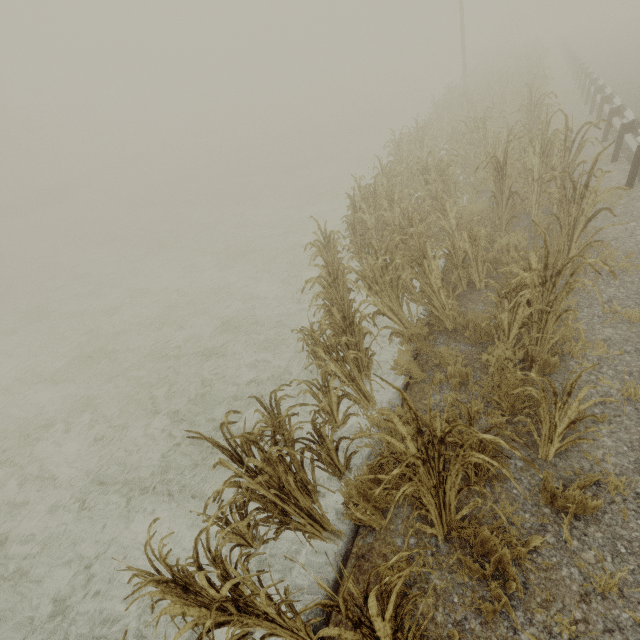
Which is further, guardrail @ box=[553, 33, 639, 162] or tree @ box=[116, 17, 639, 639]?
guardrail @ box=[553, 33, 639, 162]

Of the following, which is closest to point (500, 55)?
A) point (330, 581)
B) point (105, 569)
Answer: point (330, 581)

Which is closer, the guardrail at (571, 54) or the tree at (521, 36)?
the tree at (521, 36)
